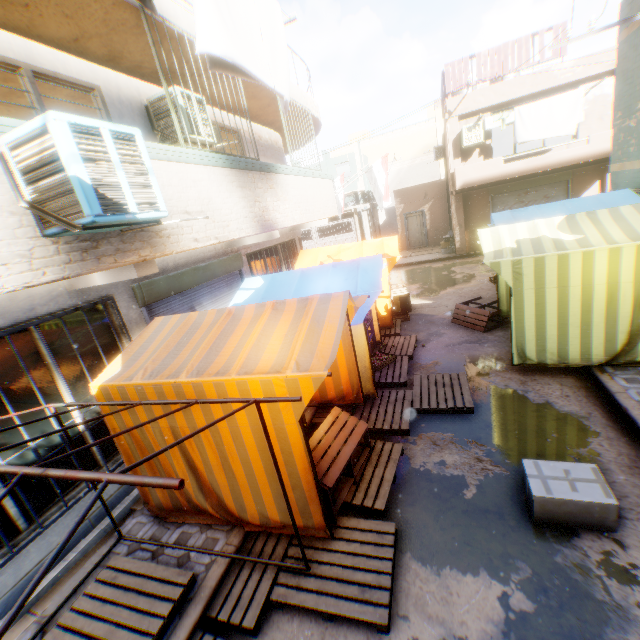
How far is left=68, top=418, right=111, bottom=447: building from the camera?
4.45m

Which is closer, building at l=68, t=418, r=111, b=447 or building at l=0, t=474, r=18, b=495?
building at l=0, t=474, r=18, b=495

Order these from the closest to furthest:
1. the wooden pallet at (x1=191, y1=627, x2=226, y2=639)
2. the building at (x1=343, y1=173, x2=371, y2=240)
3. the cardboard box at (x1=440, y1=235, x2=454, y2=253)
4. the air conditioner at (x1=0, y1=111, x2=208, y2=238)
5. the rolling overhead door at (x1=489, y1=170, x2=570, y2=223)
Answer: the air conditioner at (x1=0, y1=111, x2=208, y2=238) < the wooden pallet at (x1=191, y1=627, x2=226, y2=639) < the rolling overhead door at (x1=489, y1=170, x2=570, y2=223) < the cardboard box at (x1=440, y1=235, x2=454, y2=253) < the building at (x1=343, y1=173, x2=371, y2=240)

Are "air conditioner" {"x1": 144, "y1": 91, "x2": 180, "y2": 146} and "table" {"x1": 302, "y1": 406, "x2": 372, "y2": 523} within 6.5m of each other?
yes

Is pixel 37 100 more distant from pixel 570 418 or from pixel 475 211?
pixel 475 211

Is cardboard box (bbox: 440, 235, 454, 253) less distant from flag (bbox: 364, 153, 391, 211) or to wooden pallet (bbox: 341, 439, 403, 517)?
flag (bbox: 364, 153, 391, 211)

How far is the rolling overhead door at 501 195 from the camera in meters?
15.2 m

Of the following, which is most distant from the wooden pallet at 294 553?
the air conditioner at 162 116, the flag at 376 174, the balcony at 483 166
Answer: the air conditioner at 162 116
